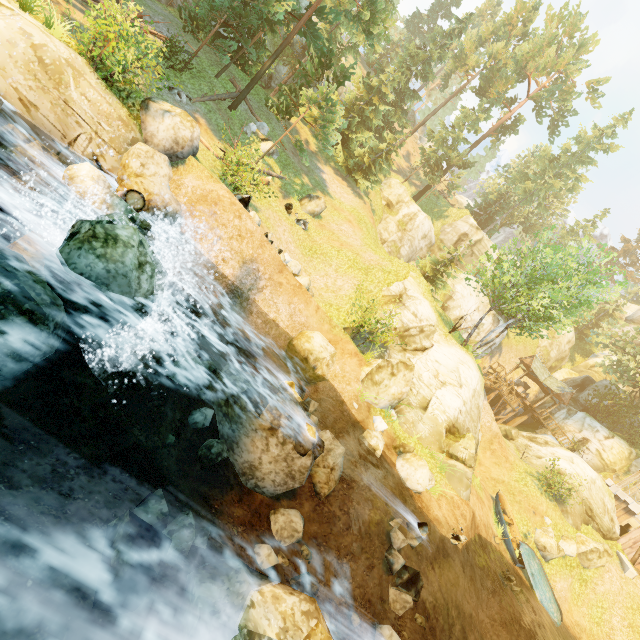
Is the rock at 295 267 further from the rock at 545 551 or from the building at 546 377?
the building at 546 377

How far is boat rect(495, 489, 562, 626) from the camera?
17.0 meters

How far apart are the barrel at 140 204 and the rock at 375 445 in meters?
10.7

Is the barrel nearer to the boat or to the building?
the boat

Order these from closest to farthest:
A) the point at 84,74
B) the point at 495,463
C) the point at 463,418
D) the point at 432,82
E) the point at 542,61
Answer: the point at 84,74 < the point at 463,418 < the point at 495,463 < the point at 542,61 < the point at 432,82

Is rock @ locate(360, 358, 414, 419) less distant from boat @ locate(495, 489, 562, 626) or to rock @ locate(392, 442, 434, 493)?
rock @ locate(392, 442, 434, 493)

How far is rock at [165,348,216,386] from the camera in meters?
8.2 m

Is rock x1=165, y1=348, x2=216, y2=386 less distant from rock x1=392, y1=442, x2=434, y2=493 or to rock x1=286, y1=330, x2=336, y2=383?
rock x1=286, y1=330, x2=336, y2=383
